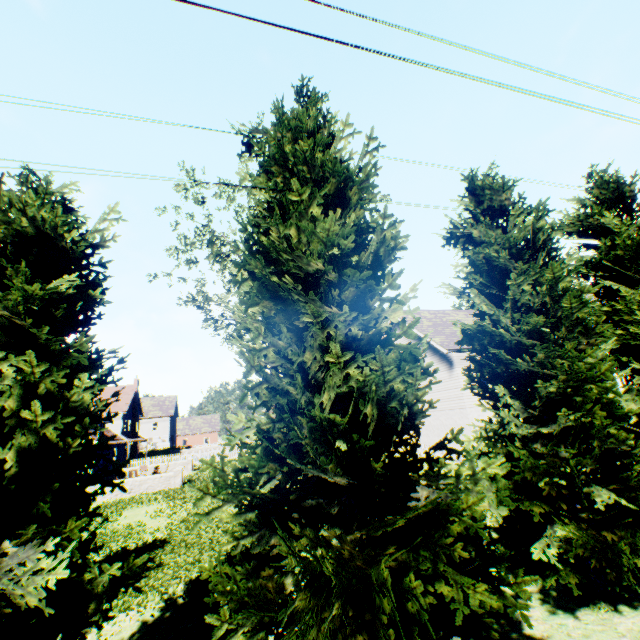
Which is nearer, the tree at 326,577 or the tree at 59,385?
the tree at 59,385

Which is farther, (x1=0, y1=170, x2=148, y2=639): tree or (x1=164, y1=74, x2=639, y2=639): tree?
(x1=164, y1=74, x2=639, y2=639): tree

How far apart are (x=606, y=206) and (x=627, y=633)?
11.7 meters
